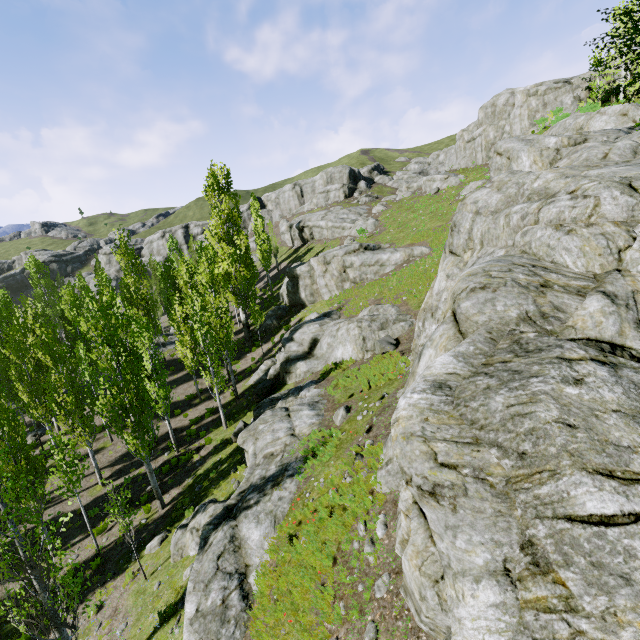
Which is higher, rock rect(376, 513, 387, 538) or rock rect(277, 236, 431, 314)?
rock rect(277, 236, 431, 314)

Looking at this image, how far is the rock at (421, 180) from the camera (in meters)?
43.86

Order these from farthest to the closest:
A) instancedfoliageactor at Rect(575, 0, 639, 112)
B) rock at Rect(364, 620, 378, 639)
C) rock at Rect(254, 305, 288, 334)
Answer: rock at Rect(254, 305, 288, 334) → instancedfoliageactor at Rect(575, 0, 639, 112) → rock at Rect(364, 620, 378, 639)

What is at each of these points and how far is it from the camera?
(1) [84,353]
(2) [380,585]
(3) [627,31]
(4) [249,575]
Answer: (1) instancedfoliageactor, 22.09m
(2) rock, 6.39m
(3) instancedfoliageactor, 13.48m
(4) rock, 8.91m

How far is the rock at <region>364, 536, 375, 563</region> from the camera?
6.9m
